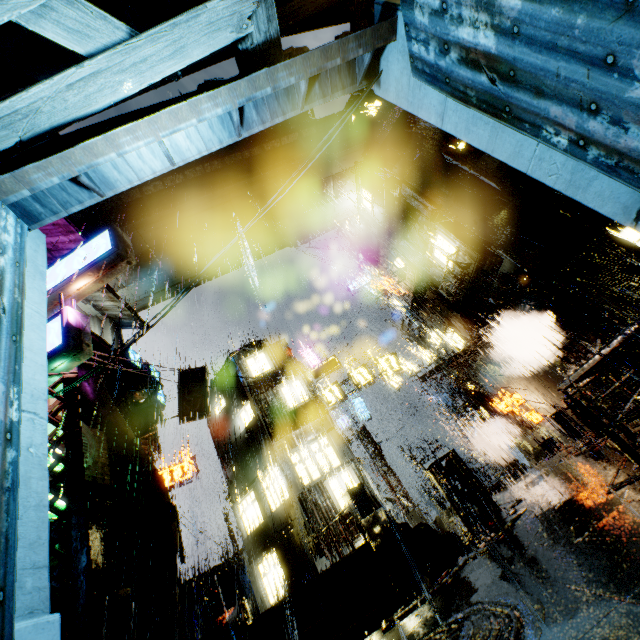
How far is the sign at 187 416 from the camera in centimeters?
1691cm

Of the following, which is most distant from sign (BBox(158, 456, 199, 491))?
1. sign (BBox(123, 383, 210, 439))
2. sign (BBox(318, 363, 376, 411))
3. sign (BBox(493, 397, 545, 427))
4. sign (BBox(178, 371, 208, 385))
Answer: sign (BBox(493, 397, 545, 427))

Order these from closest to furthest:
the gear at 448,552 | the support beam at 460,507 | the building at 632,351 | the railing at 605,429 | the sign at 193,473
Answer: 1. the railing at 605,429
2. the gear at 448,552
3. the support beam at 460,507
4. the building at 632,351
5. the sign at 193,473

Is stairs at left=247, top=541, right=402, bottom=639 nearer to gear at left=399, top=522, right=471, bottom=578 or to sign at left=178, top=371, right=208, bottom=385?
gear at left=399, top=522, right=471, bottom=578

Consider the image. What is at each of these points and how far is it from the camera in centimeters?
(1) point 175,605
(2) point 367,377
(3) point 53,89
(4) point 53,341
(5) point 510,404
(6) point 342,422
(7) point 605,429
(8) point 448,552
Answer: (1) building, 1259cm
(2) sign, 1995cm
(3) building, 341cm
(4) sign, 926cm
(5) sign, 2053cm
(6) sign, 2914cm
(7) railing, 489cm
(8) gear, 854cm

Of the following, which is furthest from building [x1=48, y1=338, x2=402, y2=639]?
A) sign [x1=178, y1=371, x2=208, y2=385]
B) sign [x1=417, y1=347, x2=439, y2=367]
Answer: sign [x1=178, y1=371, x2=208, y2=385]

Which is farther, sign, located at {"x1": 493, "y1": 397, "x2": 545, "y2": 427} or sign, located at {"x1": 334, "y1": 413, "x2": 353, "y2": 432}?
sign, located at {"x1": 334, "y1": 413, "x2": 353, "y2": 432}

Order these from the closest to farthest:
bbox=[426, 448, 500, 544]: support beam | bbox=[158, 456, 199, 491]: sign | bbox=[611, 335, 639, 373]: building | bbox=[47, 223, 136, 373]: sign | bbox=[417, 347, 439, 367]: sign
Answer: bbox=[47, 223, 136, 373]: sign < bbox=[426, 448, 500, 544]: support beam < bbox=[611, 335, 639, 373]: building < bbox=[158, 456, 199, 491]: sign < bbox=[417, 347, 439, 367]: sign
